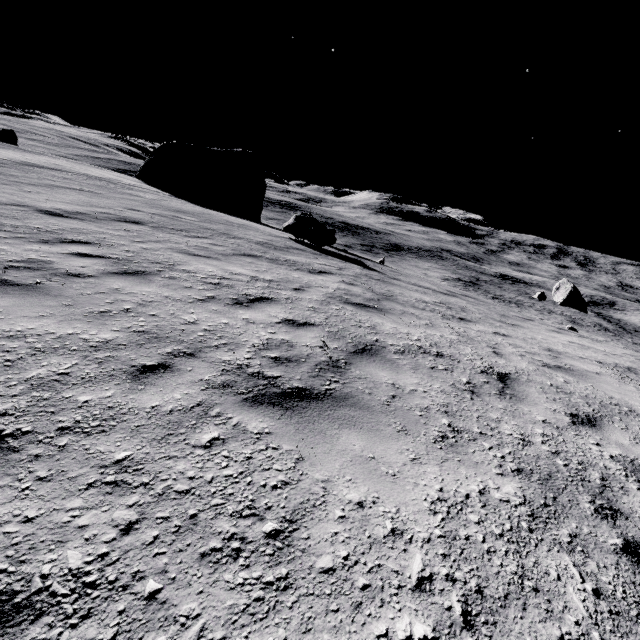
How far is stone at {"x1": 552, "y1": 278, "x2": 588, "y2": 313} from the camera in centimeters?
2512cm

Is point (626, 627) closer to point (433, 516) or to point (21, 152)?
point (433, 516)

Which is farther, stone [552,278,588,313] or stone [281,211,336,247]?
stone [552,278,588,313]

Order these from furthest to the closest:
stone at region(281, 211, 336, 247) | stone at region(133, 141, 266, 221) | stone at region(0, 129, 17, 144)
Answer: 1. stone at region(0, 129, 17, 144)
2. stone at region(133, 141, 266, 221)
3. stone at region(281, 211, 336, 247)

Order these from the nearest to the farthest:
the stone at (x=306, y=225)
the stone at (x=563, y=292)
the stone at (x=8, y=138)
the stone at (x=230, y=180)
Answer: the stone at (x=306, y=225) → the stone at (x=563, y=292) → the stone at (x=230, y=180) → the stone at (x=8, y=138)

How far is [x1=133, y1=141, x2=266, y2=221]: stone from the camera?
29.4m

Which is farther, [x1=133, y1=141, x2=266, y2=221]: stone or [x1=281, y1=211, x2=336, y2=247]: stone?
[x1=133, y1=141, x2=266, y2=221]: stone

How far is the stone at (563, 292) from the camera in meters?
25.1
